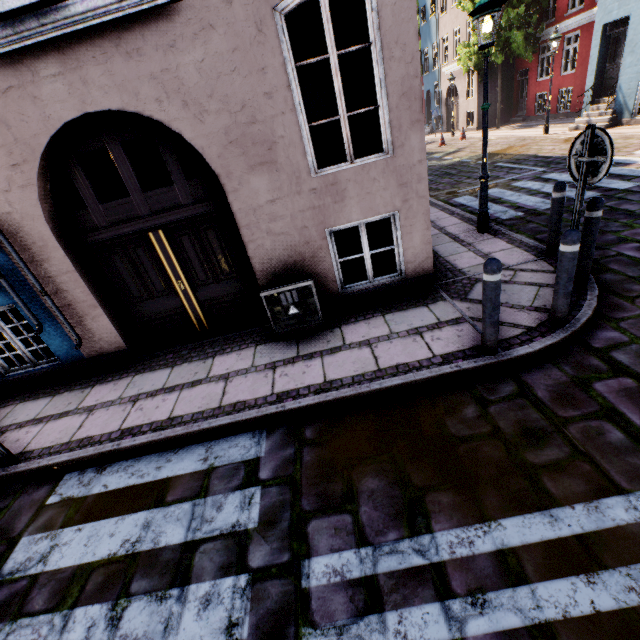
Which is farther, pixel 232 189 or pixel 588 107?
pixel 588 107

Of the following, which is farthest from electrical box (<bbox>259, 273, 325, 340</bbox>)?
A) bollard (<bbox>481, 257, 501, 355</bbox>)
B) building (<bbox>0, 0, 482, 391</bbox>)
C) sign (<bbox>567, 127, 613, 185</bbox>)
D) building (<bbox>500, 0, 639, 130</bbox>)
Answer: building (<bbox>500, 0, 639, 130</bbox>)

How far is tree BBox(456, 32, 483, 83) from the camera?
18.8m

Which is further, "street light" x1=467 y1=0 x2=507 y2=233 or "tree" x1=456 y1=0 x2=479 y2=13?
"tree" x1=456 y1=0 x2=479 y2=13

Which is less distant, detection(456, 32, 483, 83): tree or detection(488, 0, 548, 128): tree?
detection(488, 0, 548, 128): tree

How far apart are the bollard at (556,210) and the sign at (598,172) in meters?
1.3 m

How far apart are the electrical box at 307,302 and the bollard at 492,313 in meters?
2.2
